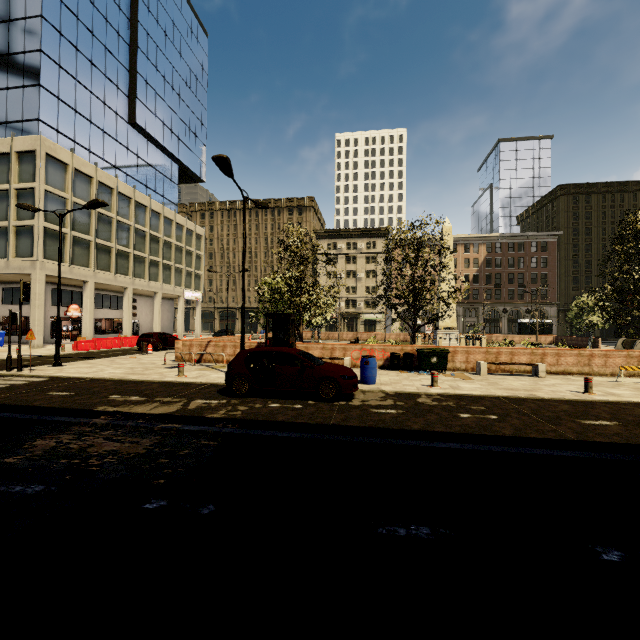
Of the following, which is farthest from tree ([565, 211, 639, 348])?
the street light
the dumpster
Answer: the street light

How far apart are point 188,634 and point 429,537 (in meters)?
2.39

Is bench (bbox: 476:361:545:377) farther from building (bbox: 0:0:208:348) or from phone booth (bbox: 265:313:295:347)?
building (bbox: 0:0:208:348)

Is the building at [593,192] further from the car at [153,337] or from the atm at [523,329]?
the atm at [523,329]

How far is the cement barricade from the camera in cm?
2384

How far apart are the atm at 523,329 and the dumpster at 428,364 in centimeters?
3401cm

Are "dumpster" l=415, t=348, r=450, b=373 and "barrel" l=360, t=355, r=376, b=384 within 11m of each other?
yes

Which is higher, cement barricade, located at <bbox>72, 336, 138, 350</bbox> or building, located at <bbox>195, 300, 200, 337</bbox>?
building, located at <bbox>195, 300, 200, 337</bbox>
